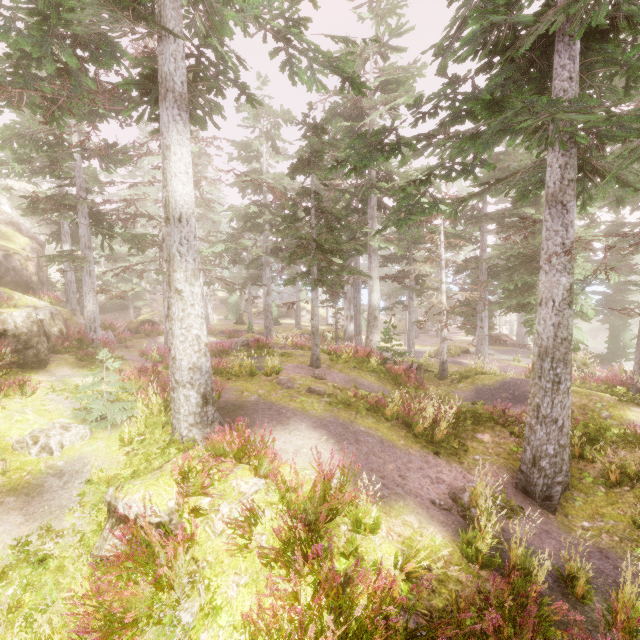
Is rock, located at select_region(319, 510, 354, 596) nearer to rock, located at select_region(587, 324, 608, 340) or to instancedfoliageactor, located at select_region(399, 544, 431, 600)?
instancedfoliageactor, located at select_region(399, 544, 431, 600)

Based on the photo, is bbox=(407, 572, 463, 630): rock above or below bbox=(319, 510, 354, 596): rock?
below

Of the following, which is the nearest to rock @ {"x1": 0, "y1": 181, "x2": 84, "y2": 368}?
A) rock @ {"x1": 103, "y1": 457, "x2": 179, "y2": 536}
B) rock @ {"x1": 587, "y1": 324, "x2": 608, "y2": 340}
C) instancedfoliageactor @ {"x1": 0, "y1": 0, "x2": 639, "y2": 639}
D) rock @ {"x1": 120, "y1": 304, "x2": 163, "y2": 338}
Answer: instancedfoliageactor @ {"x1": 0, "y1": 0, "x2": 639, "y2": 639}

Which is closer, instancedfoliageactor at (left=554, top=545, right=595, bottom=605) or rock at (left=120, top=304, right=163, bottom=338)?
instancedfoliageactor at (left=554, top=545, right=595, bottom=605)

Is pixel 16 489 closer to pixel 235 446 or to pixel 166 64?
pixel 235 446

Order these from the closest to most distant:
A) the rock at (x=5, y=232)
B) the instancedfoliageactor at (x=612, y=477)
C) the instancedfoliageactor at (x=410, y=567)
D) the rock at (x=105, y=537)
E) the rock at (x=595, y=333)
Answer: the instancedfoliageactor at (x=410, y=567)
the rock at (x=105, y=537)
the instancedfoliageactor at (x=612, y=477)
the rock at (x=5, y=232)
the rock at (x=595, y=333)

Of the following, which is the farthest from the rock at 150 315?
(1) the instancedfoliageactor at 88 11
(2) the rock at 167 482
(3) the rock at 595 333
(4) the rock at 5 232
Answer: (3) the rock at 595 333

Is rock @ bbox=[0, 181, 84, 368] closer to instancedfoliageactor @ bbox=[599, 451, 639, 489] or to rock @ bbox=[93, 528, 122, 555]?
instancedfoliageactor @ bbox=[599, 451, 639, 489]
